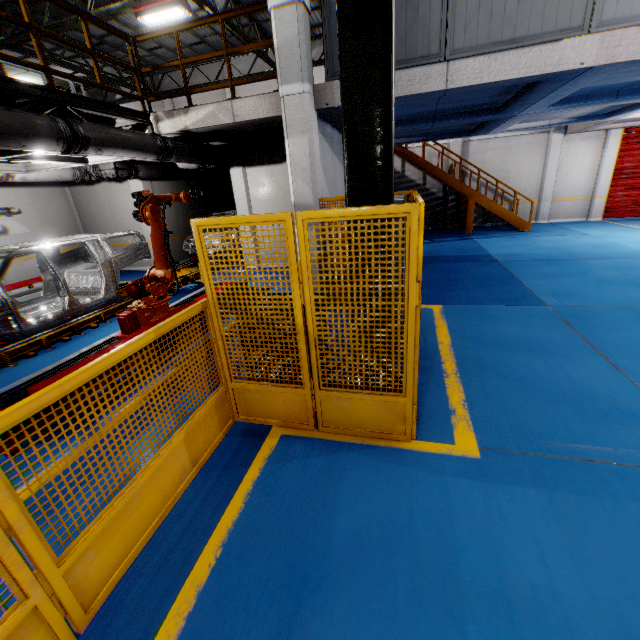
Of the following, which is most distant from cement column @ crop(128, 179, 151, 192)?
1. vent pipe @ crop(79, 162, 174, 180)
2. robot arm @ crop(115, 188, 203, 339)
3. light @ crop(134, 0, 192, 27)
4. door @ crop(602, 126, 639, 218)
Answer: door @ crop(602, 126, 639, 218)

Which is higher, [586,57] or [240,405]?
[586,57]

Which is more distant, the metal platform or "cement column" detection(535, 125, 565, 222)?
"cement column" detection(535, 125, 565, 222)

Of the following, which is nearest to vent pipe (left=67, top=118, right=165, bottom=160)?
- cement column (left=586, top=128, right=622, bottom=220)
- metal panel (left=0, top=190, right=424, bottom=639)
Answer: metal panel (left=0, top=190, right=424, bottom=639)

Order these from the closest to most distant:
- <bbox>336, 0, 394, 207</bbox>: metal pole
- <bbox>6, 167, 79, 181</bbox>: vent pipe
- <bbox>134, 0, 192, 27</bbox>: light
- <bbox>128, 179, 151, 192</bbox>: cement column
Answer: <bbox>336, 0, 394, 207</bbox>: metal pole, <bbox>6, 167, 79, 181</bbox>: vent pipe, <bbox>134, 0, 192, 27</bbox>: light, <bbox>128, 179, 151, 192</bbox>: cement column

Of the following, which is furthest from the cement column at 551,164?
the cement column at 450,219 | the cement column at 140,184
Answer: the cement column at 140,184

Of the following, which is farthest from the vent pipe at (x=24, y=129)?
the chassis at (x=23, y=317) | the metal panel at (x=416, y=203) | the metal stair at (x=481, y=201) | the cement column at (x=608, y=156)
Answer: the cement column at (x=608, y=156)

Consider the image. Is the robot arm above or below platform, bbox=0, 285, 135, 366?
above
